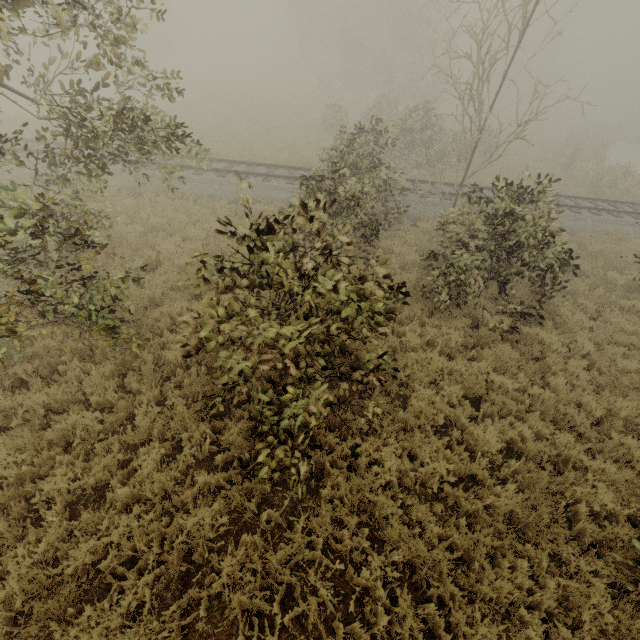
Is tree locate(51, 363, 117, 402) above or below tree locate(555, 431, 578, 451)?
below

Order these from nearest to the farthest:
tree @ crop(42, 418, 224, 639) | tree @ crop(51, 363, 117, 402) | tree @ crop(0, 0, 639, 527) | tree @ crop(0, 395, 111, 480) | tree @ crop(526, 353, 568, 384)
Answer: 1. tree @ crop(42, 418, 224, 639)
2. tree @ crop(0, 0, 639, 527)
3. tree @ crop(0, 395, 111, 480)
4. tree @ crop(51, 363, 117, 402)
5. tree @ crop(526, 353, 568, 384)

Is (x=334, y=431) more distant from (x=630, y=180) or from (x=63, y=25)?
(x=630, y=180)

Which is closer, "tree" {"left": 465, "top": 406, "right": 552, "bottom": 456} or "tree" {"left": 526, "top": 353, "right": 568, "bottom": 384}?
"tree" {"left": 465, "top": 406, "right": 552, "bottom": 456}

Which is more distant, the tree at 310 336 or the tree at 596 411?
the tree at 596 411

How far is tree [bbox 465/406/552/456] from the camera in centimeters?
570cm

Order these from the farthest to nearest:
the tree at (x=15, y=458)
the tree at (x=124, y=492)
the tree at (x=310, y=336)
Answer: the tree at (x=15, y=458) → the tree at (x=310, y=336) → the tree at (x=124, y=492)
